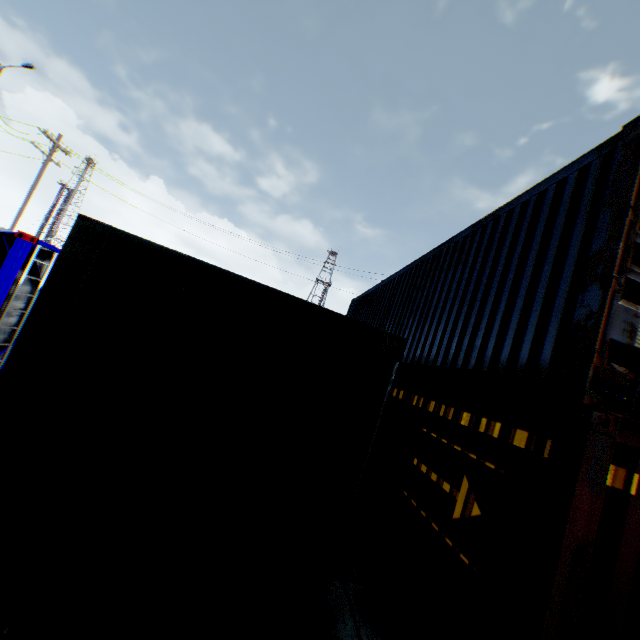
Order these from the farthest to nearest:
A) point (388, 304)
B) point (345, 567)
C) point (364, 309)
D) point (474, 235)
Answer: point (364, 309)
point (388, 304)
point (474, 235)
point (345, 567)
